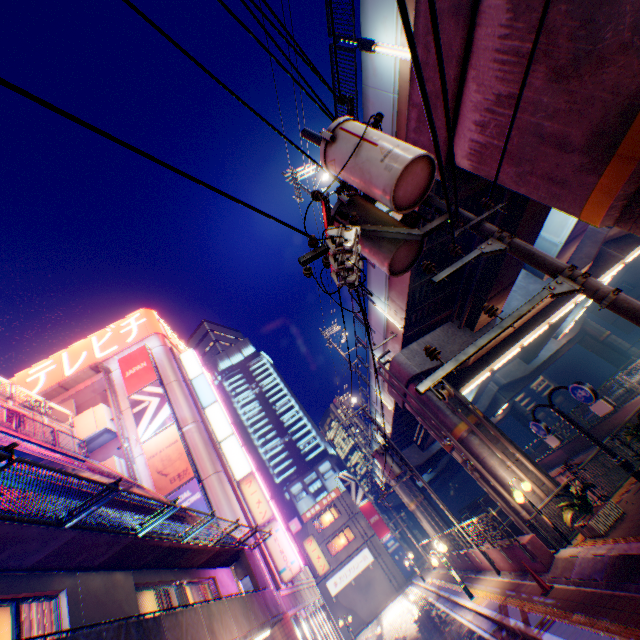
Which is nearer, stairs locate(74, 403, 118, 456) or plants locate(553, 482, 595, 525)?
plants locate(553, 482, 595, 525)

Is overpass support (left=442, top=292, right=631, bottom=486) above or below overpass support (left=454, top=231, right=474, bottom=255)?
below

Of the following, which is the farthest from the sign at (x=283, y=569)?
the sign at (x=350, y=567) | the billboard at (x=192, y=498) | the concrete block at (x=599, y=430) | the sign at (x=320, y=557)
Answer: the sign at (x=350, y=567)

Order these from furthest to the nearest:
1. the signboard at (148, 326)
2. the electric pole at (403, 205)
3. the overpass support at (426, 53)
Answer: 1. the signboard at (148, 326)
2. the overpass support at (426, 53)
3. the electric pole at (403, 205)

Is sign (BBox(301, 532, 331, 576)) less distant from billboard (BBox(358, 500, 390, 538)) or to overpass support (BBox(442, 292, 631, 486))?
overpass support (BBox(442, 292, 631, 486))

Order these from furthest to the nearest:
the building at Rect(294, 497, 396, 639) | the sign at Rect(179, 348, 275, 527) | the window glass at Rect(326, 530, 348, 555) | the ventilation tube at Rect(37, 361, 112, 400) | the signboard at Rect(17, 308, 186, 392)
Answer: the window glass at Rect(326, 530, 348, 555), the building at Rect(294, 497, 396, 639), the signboard at Rect(17, 308, 186, 392), the ventilation tube at Rect(37, 361, 112, 400), the sign at Rect(179, 348, 275, 527)

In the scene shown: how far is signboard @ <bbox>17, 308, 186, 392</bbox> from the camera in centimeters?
2922cm

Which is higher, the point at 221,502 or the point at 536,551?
the point at 221,502
